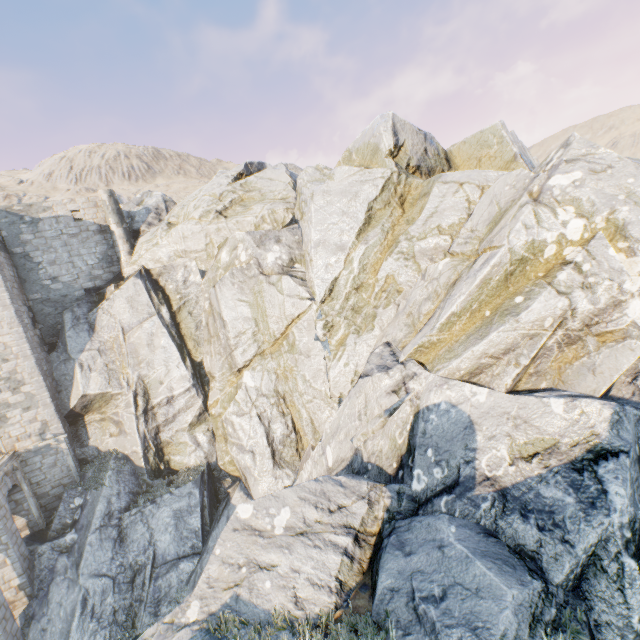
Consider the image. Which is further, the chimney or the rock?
the chimney

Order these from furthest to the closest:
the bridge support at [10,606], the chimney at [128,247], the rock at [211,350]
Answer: the chimney at [128,247], the bridge support at [10,606], the rock at [211,350]

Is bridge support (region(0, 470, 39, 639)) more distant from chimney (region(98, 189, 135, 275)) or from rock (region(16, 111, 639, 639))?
chimney (region(98, 189, 135, 275))

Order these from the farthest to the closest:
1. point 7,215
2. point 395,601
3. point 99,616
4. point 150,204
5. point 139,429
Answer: point 150,204
point 7,215
point 139,429
point 99,616
point 395,601

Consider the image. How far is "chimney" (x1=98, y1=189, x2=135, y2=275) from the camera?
22.1m

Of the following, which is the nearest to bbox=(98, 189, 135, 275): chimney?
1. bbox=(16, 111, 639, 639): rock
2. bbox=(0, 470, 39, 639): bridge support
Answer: bbox=(16, 111, 639, 639): rock

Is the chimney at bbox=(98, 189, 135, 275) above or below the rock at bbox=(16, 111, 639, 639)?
above

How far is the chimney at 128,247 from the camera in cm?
2214
